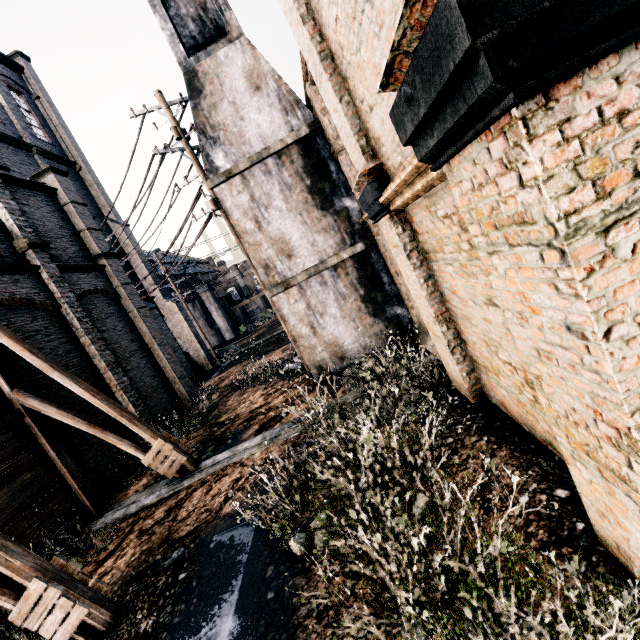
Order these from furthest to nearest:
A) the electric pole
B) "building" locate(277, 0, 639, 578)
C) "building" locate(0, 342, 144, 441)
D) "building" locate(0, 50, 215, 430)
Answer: "building" locate(0, 50, 215, 430), the electric pole, "building" locate(0, 342, 144, 441), "building" locate(277, 0, 639, 578)

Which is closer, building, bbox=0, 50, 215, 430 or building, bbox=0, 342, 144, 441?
building, bbox=0, 342, 144, 441

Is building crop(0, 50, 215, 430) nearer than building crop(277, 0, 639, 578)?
No

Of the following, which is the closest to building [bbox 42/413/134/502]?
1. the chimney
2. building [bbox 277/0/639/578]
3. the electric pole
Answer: the electric pole

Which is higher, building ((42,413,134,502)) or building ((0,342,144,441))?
building ((0,342,144,441))

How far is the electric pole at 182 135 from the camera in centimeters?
1271cm

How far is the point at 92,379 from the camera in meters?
13.9 m

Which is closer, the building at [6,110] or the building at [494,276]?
the building at [494,276]
